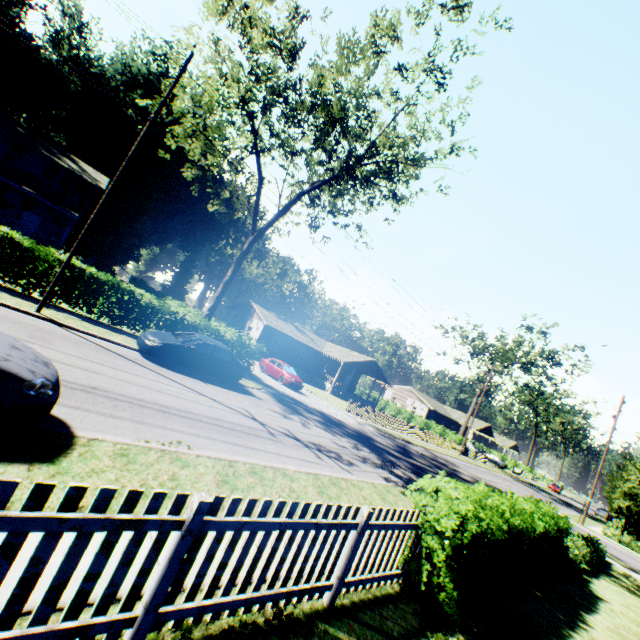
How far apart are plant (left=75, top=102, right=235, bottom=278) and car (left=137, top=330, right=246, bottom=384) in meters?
39.9 m

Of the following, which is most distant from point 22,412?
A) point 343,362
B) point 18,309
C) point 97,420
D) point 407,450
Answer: point 343,362

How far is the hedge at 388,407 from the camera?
44.66m

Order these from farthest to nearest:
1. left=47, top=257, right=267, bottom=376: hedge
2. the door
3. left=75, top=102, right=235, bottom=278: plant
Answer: left=75, top=102, right=235, bottom=278: plant < the door < left=47, top=257, right=267, bottom=376: hedge

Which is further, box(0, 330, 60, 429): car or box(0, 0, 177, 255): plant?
box(0, 0, 177, 255): plant

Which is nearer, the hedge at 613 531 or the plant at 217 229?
the hedge at 613 531

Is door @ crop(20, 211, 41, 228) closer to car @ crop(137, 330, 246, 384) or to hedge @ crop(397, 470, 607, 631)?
hedge @ crop(397, 470, 607, 631)

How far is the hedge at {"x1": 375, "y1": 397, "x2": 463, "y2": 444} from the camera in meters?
44.7
